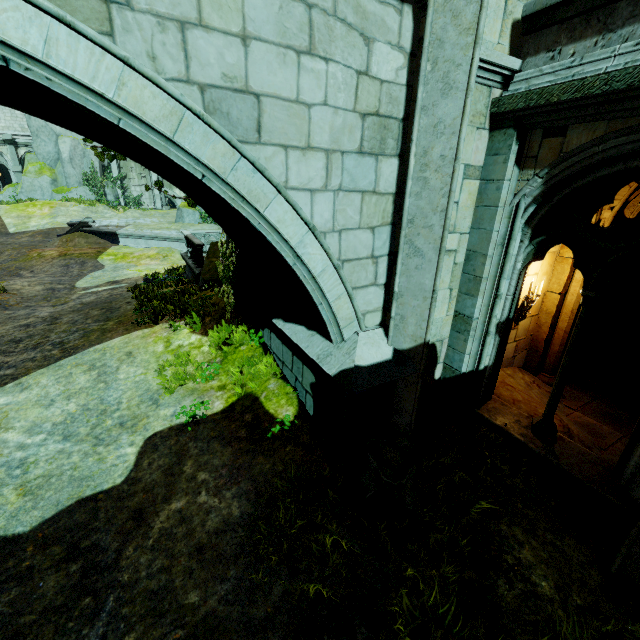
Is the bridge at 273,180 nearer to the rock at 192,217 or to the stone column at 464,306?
the stone column at 464,306

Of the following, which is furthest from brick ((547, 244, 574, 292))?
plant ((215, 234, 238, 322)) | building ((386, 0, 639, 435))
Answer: plant ((215, 234, 238, 322))

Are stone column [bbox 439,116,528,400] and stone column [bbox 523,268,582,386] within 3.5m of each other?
yes

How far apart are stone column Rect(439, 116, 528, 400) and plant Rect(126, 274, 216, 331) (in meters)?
6.88

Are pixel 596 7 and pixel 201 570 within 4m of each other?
no

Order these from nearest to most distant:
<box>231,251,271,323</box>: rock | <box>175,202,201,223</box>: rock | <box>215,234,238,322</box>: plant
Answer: <box>231,251,271,323</box>: rock, <box>215,234,238,322</box>: plant, <box>175,202,201,223</box>: rock

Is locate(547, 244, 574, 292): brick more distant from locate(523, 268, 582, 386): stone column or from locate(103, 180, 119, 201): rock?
locate(103, 180, 119, 201): rock

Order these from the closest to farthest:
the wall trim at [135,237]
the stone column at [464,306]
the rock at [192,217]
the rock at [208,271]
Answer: the stone column at [464,306]
the rock at [208,271]
the wall trim at [135,237]
the rock at [192,217]
